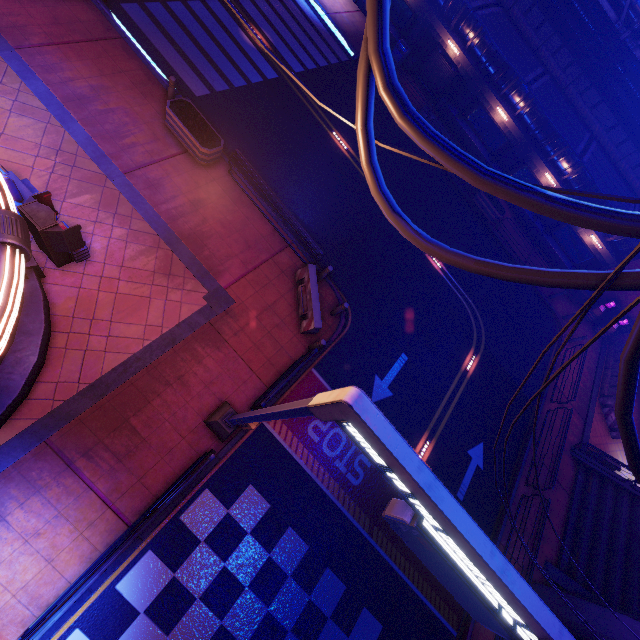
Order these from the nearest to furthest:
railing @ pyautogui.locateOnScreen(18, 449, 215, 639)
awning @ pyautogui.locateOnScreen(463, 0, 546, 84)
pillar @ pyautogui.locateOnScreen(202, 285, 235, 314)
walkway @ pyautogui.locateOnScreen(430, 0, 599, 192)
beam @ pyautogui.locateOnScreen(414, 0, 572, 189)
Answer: railing @ pyautogui.locateOnScreen(18, 449, 215, 639)
pillar @ pyautogui.locateOnScreen(202, 285, 235, 314)
awning @ pyautogui.locateOnScreen(463, 0, 546, 84)
walkway @ pyautogui.locateOnScreen(430, 0, 599, 192)
beam @ pyautogui.locateOnScreen(414, 0, 572, 189)

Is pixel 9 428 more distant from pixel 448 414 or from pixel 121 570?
pixel 448 414

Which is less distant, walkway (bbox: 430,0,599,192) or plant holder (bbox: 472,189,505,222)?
walkway (bbox: 430,0,599,192)

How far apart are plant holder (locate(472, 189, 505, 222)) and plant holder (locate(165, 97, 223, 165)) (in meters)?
15.93

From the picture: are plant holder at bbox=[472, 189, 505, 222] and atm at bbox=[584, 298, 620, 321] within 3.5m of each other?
no

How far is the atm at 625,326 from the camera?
21.8m

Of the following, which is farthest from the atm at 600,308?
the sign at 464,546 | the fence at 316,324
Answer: the sign at 464,546

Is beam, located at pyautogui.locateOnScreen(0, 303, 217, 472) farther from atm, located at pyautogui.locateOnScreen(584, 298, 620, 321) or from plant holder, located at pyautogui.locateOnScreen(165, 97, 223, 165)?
atm, located at pyautogui.locateOnScreen(584, 298, 620, 321)
